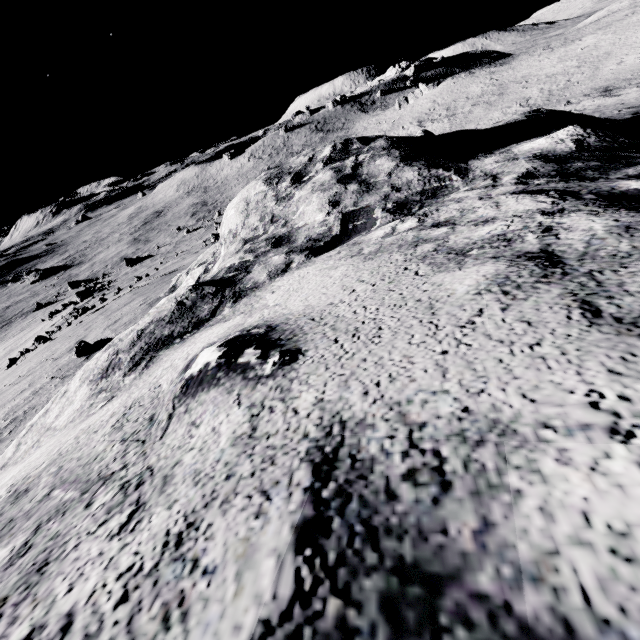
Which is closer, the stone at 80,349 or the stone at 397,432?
the stone at 397,432

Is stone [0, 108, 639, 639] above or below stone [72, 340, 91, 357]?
above

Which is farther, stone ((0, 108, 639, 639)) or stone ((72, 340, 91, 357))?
stone ((72, 340, 91, 357))

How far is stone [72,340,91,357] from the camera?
6.6m

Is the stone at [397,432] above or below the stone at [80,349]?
above

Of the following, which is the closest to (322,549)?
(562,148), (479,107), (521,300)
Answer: (521,300)
